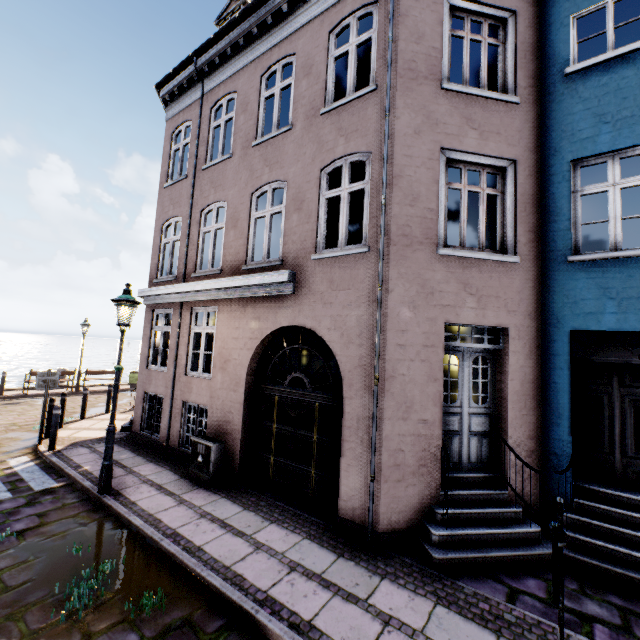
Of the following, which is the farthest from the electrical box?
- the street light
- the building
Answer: the street light

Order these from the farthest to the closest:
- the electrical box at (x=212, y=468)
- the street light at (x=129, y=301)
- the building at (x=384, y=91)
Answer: the electrical box at (x=212, y=468)
the street light at (x=129, y=301)
the building at (x=384, y=91)

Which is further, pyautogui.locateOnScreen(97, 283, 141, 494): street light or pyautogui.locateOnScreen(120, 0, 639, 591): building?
pyautogui.locateOnScreen(97, 283, 141, 494): street light

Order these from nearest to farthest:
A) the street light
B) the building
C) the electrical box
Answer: the building
the street light
the electrical box

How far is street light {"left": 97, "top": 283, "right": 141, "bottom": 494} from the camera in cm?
600

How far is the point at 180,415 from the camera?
8.2m

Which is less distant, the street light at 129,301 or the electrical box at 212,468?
the street light at 129,301
